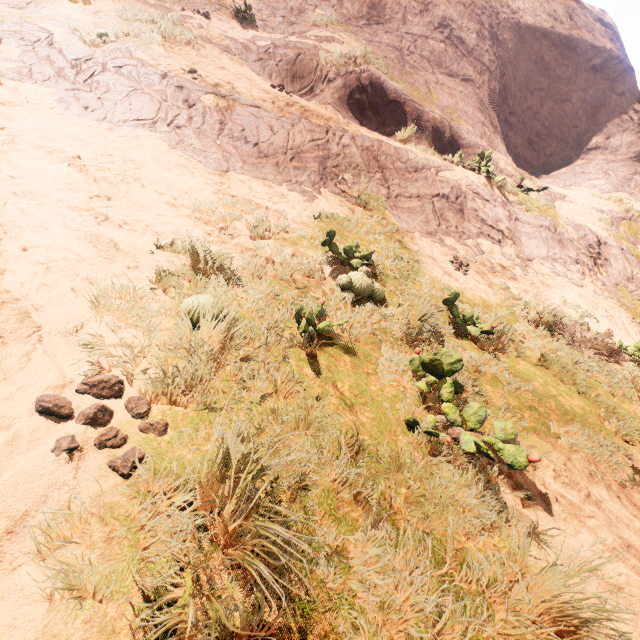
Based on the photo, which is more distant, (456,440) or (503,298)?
(503,298)
